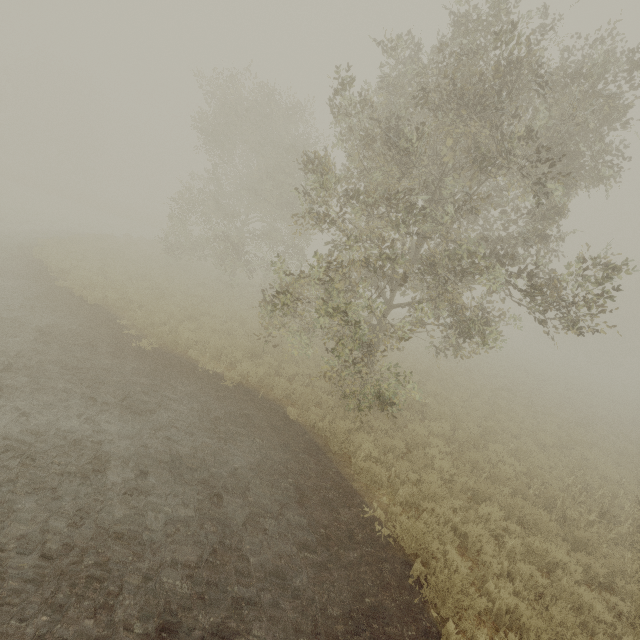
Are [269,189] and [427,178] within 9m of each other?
no
